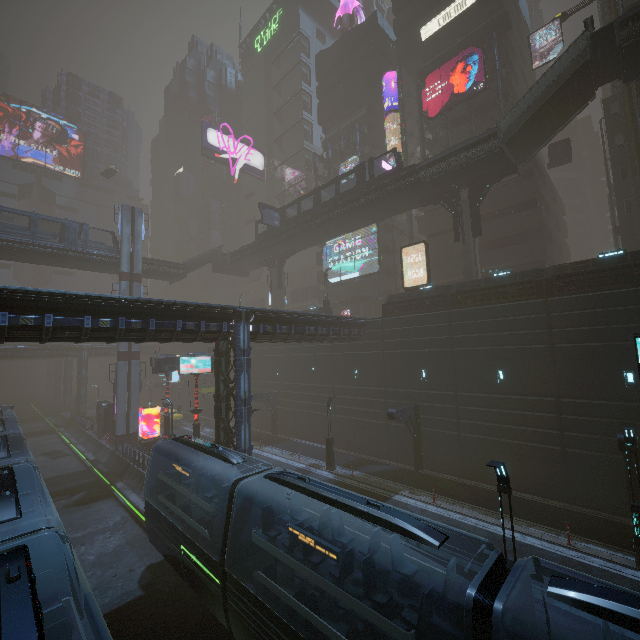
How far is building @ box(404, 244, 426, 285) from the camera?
36.8 meters

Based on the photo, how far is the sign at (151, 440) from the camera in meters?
30.9

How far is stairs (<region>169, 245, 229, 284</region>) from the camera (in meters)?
43.41

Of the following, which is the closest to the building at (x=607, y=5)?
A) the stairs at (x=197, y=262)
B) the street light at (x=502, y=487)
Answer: the street light at (x=502, y=487)

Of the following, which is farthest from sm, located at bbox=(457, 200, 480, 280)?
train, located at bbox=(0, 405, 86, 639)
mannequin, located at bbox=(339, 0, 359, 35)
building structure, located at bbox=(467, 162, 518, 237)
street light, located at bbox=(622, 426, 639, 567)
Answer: mannequin, located at bbox=(339, 0, 359, 35)

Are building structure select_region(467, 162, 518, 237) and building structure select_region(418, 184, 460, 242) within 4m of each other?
yes

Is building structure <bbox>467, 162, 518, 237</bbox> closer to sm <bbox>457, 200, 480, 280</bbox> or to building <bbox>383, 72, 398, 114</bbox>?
sm <bbox>457, 200, 480, 280</bbox>

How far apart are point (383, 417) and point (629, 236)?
26.2 meters
